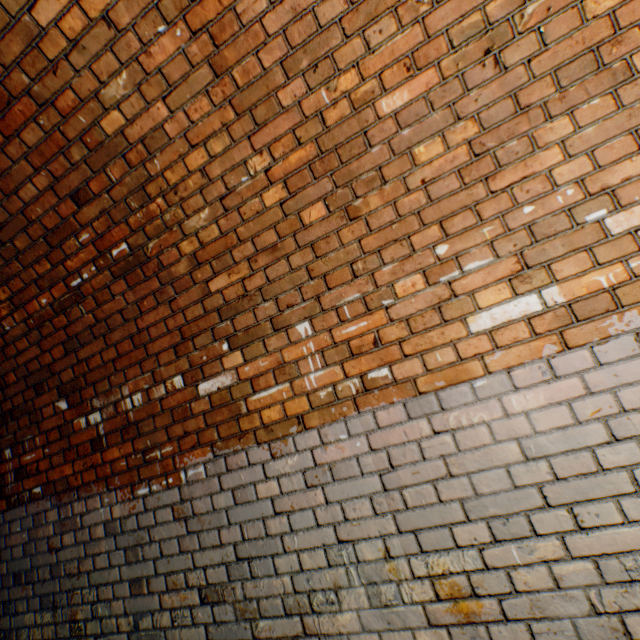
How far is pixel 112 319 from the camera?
2.2 meters
